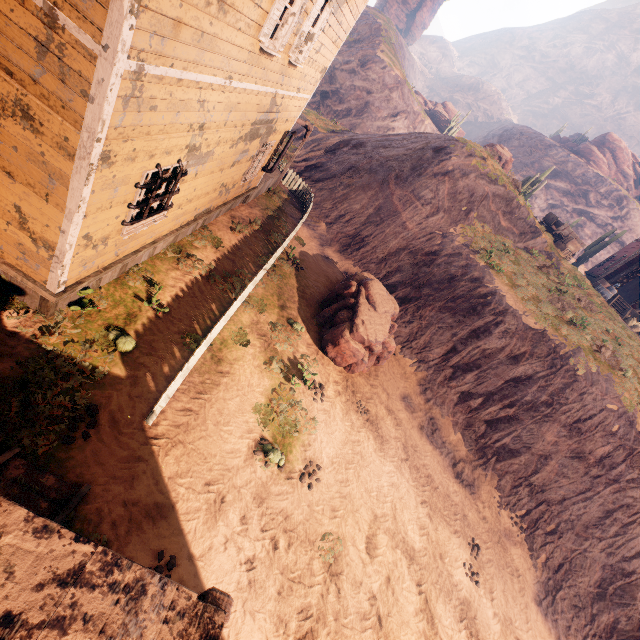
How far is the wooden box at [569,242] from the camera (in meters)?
21.34

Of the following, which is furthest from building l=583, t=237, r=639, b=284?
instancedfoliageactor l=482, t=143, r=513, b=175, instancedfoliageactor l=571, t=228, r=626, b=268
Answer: instancedfoliageactor l=482, t=143, r=513, b=175

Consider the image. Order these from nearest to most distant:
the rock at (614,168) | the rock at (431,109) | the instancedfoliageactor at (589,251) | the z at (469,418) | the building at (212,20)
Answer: the building at (212,20)
the z at (469,418)
the instancedfoliageactor at (589,251)
the rock at (614,168)
the rock at (431,109)

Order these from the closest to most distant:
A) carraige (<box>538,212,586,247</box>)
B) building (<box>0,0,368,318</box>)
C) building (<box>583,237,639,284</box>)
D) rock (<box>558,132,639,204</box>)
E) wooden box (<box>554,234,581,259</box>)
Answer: building (<box>0,0,368,318</box>), wooden box (<box>554,234,581,259</box>), carraige (<box>538,212,586,247</box>), building (<box>583,237,639,284</box>), rock (<box>558,132,639,204</box>)

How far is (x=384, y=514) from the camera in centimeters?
845cm

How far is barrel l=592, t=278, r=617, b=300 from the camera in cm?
2147

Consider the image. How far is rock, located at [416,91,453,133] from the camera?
54.4m

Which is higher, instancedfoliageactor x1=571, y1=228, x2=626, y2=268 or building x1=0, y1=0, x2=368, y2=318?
instancedfoliageactor x1=571, y1=228, x2=626, y2=268
